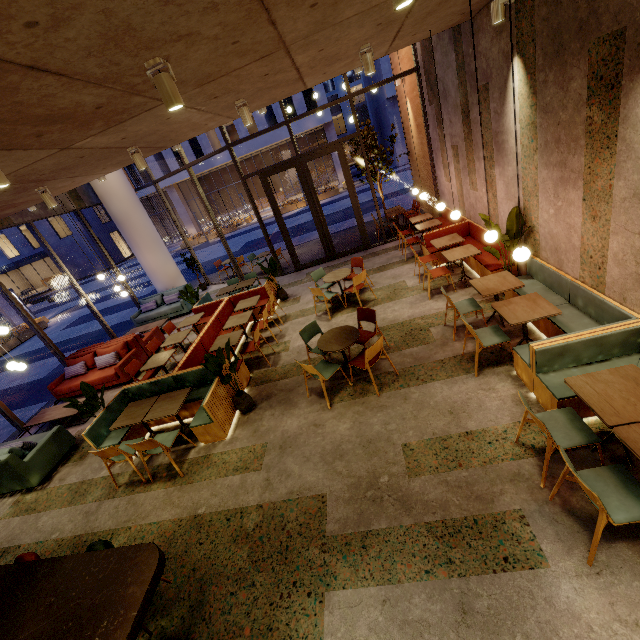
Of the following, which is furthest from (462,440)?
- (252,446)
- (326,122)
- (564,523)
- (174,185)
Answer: (174,185)

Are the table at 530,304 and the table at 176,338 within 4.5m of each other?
no

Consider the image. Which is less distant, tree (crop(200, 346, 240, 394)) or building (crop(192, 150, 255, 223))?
tree (crop(200, 346, 240, 394))

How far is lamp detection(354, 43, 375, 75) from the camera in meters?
4.6 m

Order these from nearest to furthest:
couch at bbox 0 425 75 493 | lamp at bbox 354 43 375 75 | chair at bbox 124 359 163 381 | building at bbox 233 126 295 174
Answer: lamp at bbox 354 43 375 75
couch at bbox 0 425 75 493
chair at bbox 124 359 163 381
building at bbox 233 126 295 174

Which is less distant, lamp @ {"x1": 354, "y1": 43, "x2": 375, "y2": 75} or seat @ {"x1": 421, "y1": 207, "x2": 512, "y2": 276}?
lamp @ {"x1": 354, "y1": 43, "x2": 375, "y2": 75}

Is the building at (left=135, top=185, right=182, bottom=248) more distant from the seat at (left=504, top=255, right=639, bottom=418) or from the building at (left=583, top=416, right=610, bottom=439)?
the seat at (left=504, top=255, right=639, bottom=418)

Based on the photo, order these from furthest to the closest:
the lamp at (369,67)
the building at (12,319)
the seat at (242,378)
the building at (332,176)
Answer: the building at (332,176), the building at (12,319), the seat at (242,378), the lamp at (369,67)
